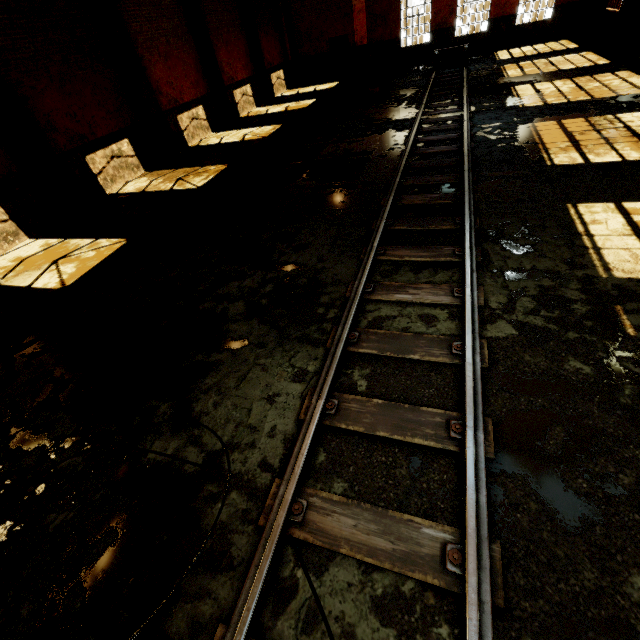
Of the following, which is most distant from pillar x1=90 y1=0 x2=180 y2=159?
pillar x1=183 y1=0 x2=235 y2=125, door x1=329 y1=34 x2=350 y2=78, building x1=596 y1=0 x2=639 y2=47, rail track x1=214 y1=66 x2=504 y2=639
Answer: door x1=329 y1=34 x2=350 y2=78

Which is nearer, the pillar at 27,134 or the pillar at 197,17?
the pillar at 27,134

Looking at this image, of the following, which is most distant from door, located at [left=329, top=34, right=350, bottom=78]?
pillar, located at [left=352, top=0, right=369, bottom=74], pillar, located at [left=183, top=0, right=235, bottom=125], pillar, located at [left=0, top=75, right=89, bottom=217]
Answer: pillar, located at [left=0, top=75, right=89, bottom=217]

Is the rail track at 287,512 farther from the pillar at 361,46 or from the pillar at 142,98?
the pillar at 142,98

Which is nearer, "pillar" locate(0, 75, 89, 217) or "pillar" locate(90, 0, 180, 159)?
"pillar" locate(0, 75, 89, 217)

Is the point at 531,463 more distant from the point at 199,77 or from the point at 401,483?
the point at 199,77

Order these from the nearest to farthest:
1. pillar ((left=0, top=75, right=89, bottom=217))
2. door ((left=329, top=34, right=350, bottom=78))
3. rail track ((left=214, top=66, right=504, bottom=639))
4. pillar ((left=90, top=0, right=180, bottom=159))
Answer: rail track ((left=214, top=66, right=504, bottom=639)) → pillar ((left=0, top=75, right=89, bottom=217)) → pillar ((left=90, top=0, right=180, bottom=159)) → door ((left=329, top=34, right=350, bottom=78))

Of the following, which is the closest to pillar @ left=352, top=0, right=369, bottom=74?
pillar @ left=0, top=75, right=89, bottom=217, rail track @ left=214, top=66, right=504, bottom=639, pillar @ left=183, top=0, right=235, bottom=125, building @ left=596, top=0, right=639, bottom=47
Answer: building @ left=596, top=0, right=639, bottom=47
